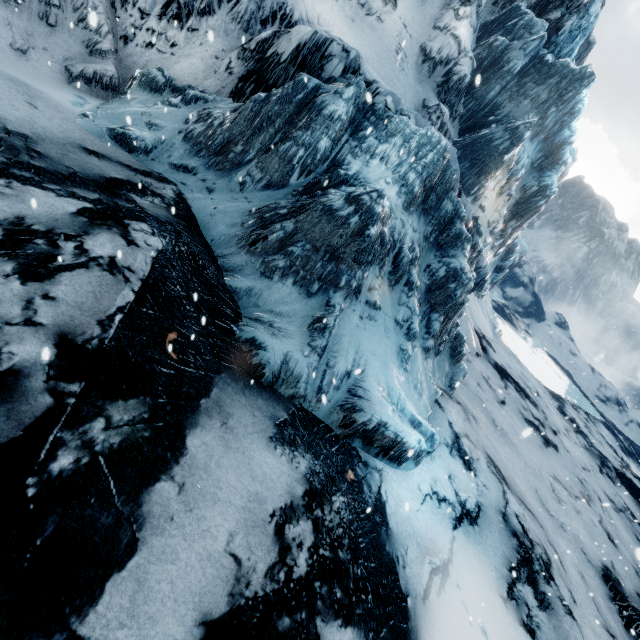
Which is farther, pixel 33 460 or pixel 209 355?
pixel 209 355
